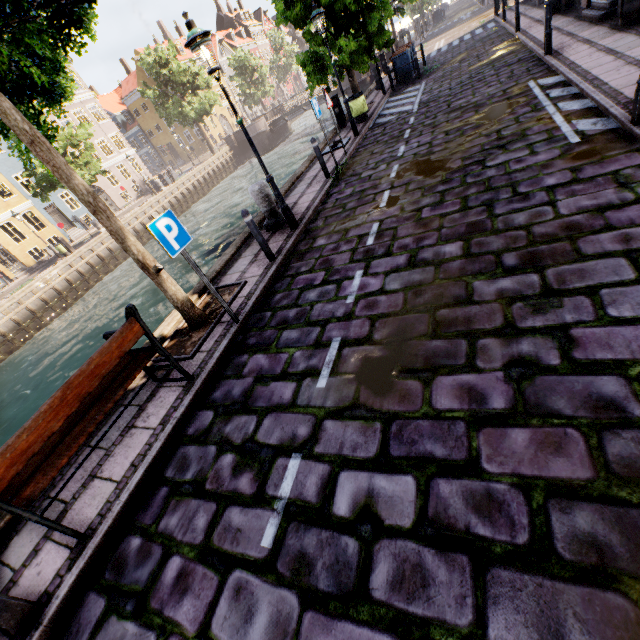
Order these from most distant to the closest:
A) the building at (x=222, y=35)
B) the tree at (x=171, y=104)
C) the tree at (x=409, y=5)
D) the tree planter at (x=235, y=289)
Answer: the building at (x=222, y=35) → the tree at (x=171, y=104) → the tree at (x=409, y=5) → the tree planter at (x=235, y=289)

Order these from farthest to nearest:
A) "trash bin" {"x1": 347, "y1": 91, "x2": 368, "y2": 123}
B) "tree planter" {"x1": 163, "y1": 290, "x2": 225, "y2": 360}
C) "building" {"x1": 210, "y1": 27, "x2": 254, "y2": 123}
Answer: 1. "building" {"x1": 210, "y1": 27, "x2": 254, "y2": 123}
2. "trash bin" {"x1": 347, "y1": 91, "x2": 368, "y2": 123}
3. "tree planter" {"x1": 163, "y1": 290, "x2": 225, "y2": 360}

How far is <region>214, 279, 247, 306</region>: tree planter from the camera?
6.0 meters

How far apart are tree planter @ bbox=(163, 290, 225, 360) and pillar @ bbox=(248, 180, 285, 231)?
2.2 meters

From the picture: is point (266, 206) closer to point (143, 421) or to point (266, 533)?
point (143, 421)

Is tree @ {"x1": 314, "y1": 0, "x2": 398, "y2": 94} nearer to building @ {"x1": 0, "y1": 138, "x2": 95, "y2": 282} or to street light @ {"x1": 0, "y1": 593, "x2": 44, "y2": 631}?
street light @ {"x1": 0, "y1": 593, "x2": 44, "y2": 631}

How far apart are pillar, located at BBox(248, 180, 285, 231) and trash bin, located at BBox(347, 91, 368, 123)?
8.3 meters

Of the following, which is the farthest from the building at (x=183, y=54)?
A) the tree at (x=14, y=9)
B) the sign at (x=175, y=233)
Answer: the sign at (x=175, y=233)
